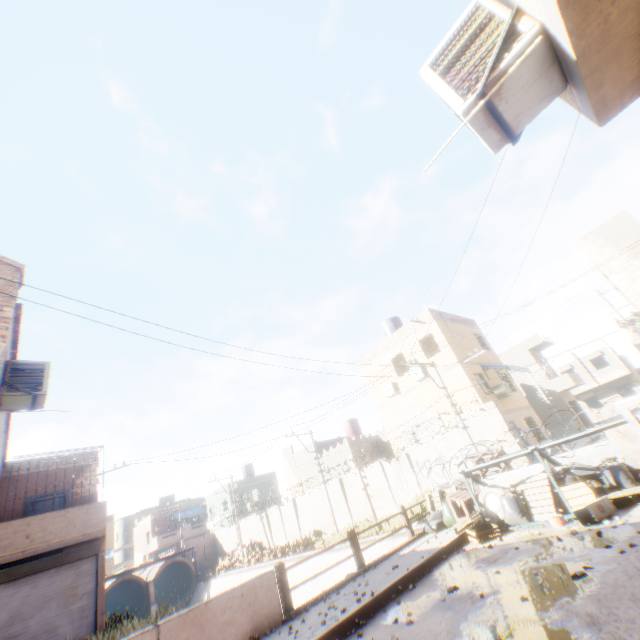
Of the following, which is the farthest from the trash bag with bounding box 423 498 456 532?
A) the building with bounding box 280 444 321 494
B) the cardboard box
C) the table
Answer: the building with bounding box 280 444 321 494

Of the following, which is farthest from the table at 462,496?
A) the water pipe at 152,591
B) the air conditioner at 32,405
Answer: the water pipe at 152,591

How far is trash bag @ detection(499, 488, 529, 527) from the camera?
7.9m

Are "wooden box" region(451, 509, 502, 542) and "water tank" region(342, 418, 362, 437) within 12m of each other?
no

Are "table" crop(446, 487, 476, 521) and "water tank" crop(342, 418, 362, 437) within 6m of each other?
no

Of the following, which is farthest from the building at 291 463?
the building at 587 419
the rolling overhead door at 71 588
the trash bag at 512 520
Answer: the building at 587 419

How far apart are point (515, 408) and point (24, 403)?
23.0 meters

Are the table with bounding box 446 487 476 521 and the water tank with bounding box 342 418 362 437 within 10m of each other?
no
